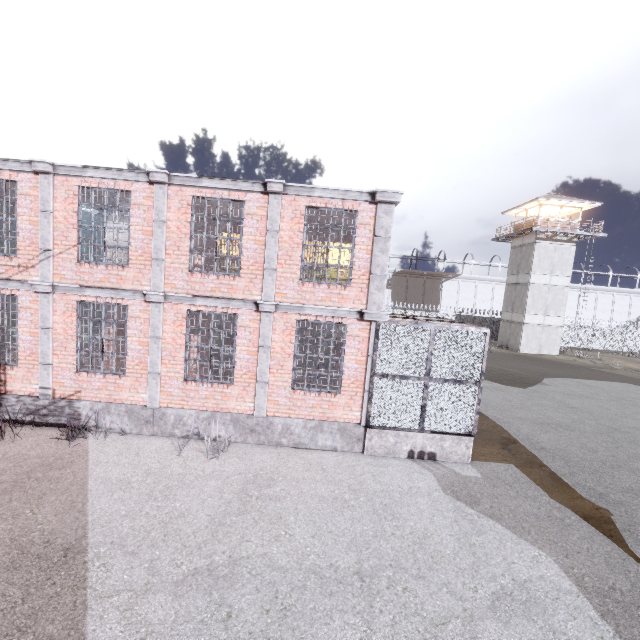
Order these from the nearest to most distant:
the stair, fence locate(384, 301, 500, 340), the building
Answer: the stair → the building → fence locate(384, 301, 500, 340)

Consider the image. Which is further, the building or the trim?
the building

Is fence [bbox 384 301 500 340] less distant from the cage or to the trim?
the cage

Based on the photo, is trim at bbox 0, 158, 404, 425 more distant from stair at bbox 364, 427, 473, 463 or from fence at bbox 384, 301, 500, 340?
fence at bbox 384, 301, 500, 340

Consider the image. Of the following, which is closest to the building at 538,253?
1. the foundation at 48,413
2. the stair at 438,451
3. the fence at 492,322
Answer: the fence at 492,322

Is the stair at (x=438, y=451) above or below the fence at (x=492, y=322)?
below

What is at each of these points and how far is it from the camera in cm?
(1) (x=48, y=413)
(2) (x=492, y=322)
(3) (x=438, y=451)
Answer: (1) foundation, 902
(2) fence, 3819
(3) stair, 899
